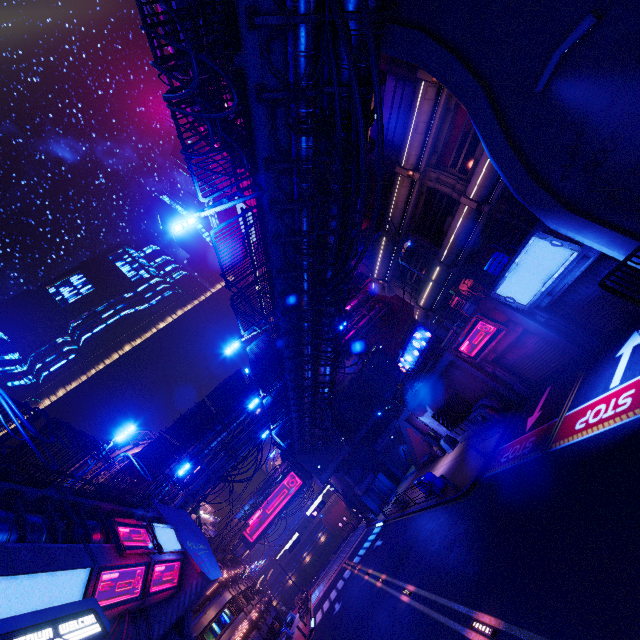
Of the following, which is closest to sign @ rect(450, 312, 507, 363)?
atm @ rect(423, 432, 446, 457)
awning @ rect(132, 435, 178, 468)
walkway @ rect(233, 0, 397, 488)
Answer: walkway @ rect(233, 0, 397, 488)

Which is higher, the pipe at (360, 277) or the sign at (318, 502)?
the pipe at (360, 277)

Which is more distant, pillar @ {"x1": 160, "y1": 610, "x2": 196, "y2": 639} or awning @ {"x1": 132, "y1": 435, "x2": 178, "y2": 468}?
awning @ {"x1": 132, "y1": 435, "x2": 178, "y2": 468}

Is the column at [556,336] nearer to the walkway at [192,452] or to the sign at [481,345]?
the sign at [481,345]

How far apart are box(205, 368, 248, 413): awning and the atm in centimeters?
1813cm

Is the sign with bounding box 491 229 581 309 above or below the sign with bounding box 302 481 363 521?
below

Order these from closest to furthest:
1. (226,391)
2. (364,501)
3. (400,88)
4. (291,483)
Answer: (400,88)
(226,391)
(364,501)
(291,483)

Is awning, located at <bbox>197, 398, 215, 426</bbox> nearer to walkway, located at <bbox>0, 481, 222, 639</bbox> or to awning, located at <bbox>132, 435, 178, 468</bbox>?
awning, located at <bbox>132, 435, 178, 468</bbox>
